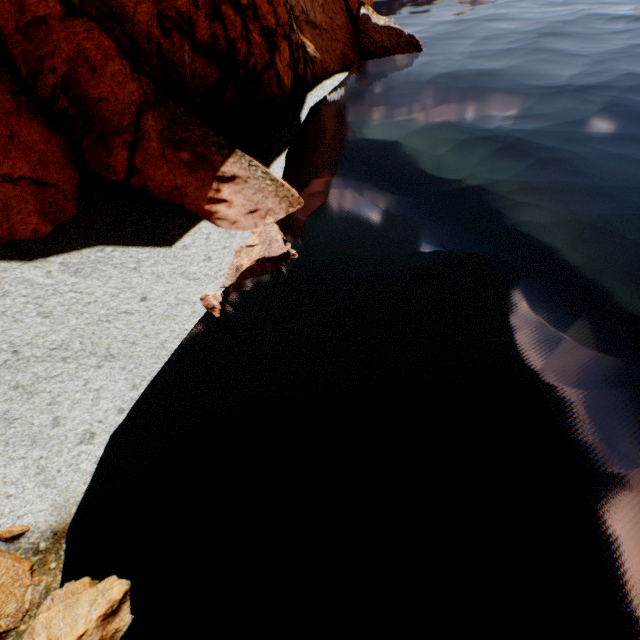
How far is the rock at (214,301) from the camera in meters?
9.5 m

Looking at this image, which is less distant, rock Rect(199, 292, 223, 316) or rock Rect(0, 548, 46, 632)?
rock Rect(0, 548, 46, 632)

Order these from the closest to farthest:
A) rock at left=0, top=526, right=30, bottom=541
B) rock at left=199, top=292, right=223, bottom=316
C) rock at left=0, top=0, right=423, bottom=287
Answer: rock at left=0, top=526, right=30, bottom=541 < rock at left=199, top=292, right=223, bottom=316 < rock at left=0, top=0, right=423, bottom=287

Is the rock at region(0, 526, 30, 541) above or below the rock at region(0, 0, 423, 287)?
below

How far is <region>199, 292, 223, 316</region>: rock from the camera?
9.5m

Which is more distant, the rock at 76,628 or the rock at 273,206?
the rock at 273,206

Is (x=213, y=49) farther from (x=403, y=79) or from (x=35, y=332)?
(x=35, y=332)
